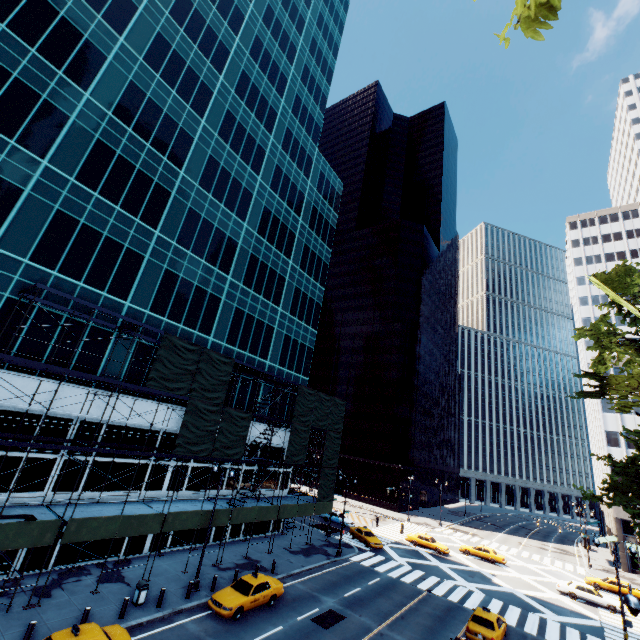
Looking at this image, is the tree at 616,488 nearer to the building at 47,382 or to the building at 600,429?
the building at 600,429

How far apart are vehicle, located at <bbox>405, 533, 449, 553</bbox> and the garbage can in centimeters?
3433cm

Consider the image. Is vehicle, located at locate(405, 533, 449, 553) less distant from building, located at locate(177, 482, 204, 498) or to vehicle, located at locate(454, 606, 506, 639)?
vehicle, located at locate(454, 606, 506, 639)

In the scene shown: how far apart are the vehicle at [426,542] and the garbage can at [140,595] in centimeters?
3433cm

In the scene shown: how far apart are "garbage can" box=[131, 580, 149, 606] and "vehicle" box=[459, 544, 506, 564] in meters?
39.3 m

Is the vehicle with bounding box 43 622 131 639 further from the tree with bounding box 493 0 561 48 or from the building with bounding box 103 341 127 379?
the tree with bounding box 493 0 561 48

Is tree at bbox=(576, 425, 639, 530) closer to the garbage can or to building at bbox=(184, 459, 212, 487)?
building at bbox=(184, 459, 212, 487)

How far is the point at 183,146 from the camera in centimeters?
2989cm
